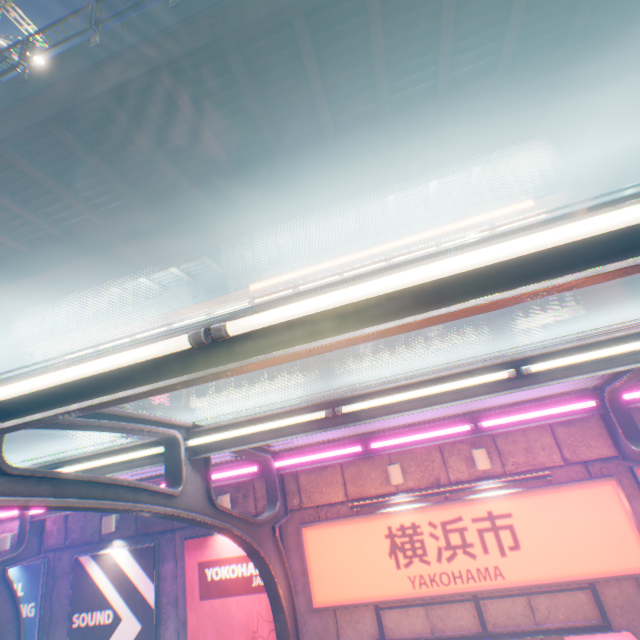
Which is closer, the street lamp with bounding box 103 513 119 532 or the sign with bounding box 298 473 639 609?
the sign with bounding box 298 473 639 609

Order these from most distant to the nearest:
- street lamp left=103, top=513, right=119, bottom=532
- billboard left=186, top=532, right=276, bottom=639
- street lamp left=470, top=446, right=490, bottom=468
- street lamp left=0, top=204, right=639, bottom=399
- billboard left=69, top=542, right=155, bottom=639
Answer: street lamp left=103, top=513, right=119, bottom=532
billboard left=69, top=542, right=155, bottom=639
billboard left=186, top=532, right=276, bottom=639
street lamp left=470, top=446, right=490, bottom=468
street lamp left=0, top=204, right=639, bottom=399

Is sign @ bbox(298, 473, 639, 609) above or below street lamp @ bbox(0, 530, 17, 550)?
below

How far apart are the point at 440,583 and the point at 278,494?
3.79m

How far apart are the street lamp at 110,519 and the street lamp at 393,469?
7.6 meters

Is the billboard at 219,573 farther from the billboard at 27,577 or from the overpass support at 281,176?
the overpass support at 281,176

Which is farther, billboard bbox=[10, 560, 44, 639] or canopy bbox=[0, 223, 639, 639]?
billboard bbox=[10, 560, 44, 639]

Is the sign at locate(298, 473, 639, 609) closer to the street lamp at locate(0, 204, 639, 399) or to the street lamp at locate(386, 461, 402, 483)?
the street lamp at locate(386, 461, 402, 483)
